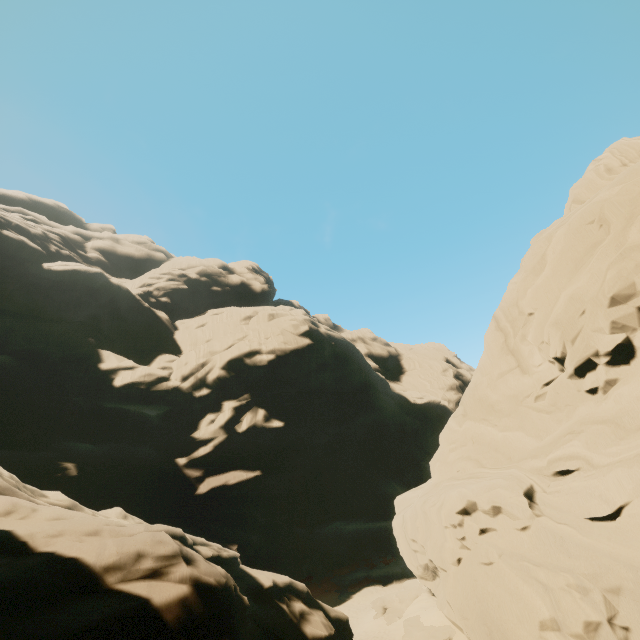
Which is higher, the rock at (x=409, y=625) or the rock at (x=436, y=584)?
the rock at (x=436, y=584)

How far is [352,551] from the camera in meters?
39.9

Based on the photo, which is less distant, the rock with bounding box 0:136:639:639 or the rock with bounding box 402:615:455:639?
the rock with bounding box 0:136:639:639

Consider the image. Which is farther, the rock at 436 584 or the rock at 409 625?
the rock at 409 625

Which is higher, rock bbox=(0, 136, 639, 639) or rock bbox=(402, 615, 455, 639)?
rock bbox=(0, 136, 639, 639)
